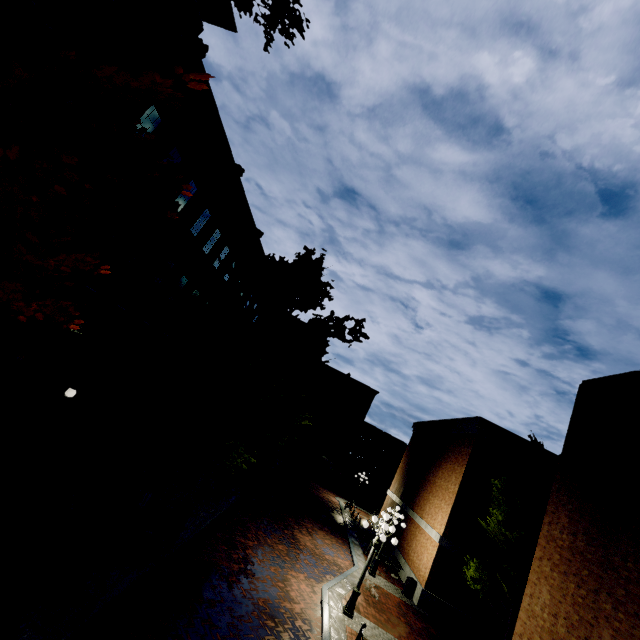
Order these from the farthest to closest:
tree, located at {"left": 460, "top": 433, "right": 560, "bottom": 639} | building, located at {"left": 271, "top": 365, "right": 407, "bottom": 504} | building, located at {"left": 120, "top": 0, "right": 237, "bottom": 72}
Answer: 1. building, located at {"left": 271, "top": 365, "right": 407, "bottom": 504}
2. tree, located at {"left": 460, "top": 433, "right": 560, "bottom": 639}
3. building, located at {"left": 120, "top": 0, "right": 237, "bottom": 72}

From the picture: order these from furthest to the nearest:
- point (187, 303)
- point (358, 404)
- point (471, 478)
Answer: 1. point (358, 404)
2. point (471, 478)
3. point (187, 303)

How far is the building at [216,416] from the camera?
28.3 meters

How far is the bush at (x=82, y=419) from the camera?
12.3 meters

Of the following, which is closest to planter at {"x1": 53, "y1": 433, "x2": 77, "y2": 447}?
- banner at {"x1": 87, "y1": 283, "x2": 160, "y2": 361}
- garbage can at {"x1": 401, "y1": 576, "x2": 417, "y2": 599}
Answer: banner at {"x1": 87, "y1": 283, "x2": 160, "y2": 361}

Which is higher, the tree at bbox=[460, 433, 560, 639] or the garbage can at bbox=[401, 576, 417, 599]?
the tree at bbox=[460, 433, 560, 639]

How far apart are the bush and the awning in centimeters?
373cm

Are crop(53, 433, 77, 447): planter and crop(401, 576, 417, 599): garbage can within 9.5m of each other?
no
